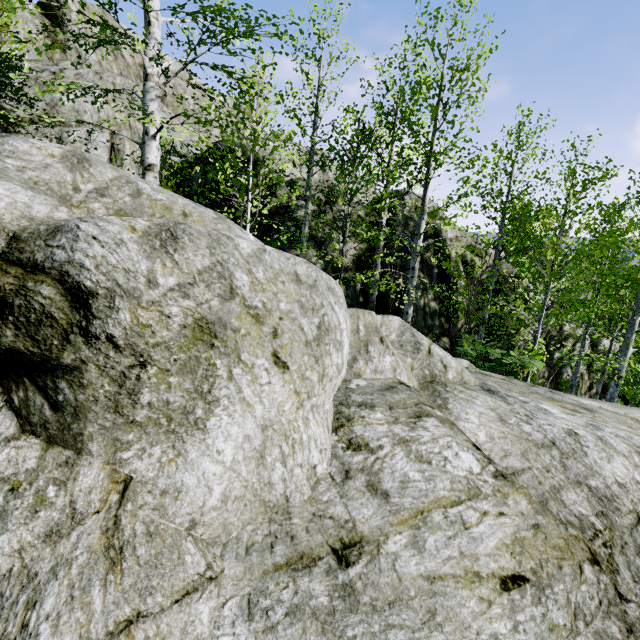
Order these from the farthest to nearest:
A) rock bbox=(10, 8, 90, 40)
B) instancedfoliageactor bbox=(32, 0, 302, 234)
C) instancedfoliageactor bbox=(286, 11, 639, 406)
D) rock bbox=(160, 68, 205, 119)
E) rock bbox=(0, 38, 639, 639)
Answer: rock bbox=(160, 68, 205, 119) → rock bbox=(10, 8, 90, 40) → instancedfoliageactor bbox=(286, 11, 639, 406) → instancedfoliageactor bbox=(32, 0, 302, 234) → rock bbox=(0, 38, 639, 639)

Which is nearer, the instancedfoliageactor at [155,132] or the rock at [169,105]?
the instancedfoliageactor at [155,132]

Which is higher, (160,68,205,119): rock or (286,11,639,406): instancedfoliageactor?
(160,68,205,119): rock

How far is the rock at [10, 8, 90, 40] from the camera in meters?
14.7 m

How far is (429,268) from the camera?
12.6m

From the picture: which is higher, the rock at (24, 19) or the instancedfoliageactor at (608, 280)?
the rock at (24, 19)
